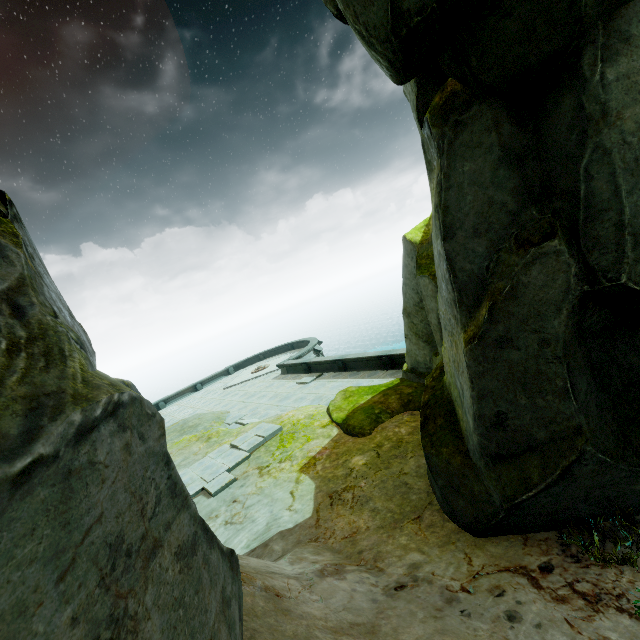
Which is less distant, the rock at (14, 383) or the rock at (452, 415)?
the rock at (14, 383)

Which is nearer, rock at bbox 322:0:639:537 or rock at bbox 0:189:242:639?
rock at bbox 0:189:242:639

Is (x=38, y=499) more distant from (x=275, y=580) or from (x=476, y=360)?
(x=476, y=360)
